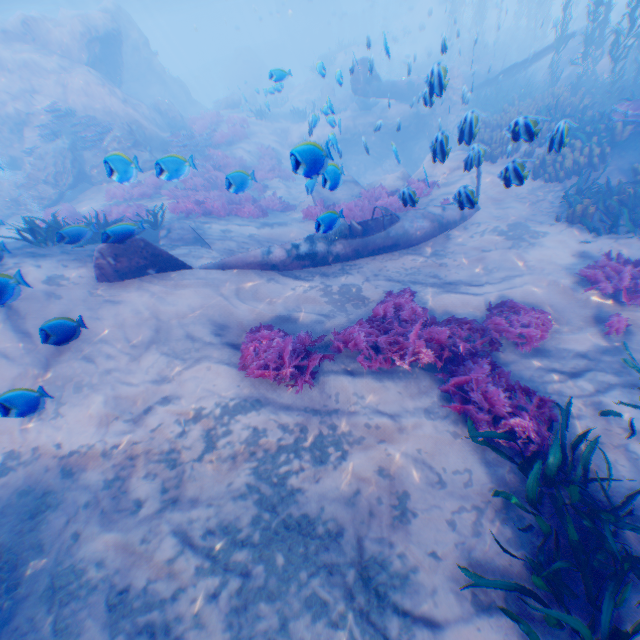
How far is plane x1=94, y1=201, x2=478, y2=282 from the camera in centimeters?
668cm

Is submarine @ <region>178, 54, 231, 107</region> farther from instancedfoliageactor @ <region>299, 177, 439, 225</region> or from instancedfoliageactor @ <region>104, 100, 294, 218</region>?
instancedfoliageactor @ <region>299, 177, 439, 225</region>

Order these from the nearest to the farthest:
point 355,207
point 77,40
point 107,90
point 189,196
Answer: point 355,207, point 189,196, point 107,90, point 77,40

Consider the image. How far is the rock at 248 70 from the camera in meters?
22.8 m

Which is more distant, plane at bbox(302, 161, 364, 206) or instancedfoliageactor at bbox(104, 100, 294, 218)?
instancedfoliageactor at bbox(104, 100, 294, 218)

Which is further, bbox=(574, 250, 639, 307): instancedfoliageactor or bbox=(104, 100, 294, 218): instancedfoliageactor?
bbox=(104, 100, 294, 218): instancedfoliageactor

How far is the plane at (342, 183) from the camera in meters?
4.6

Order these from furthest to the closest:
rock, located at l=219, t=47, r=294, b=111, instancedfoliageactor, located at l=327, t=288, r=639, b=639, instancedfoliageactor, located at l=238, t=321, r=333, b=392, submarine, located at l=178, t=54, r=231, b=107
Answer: submarine, located at l=178, t=54, r=231, b=107 → rock, located at l=219, t=47, r=294, b=111 → instancedfoliageactor, located at l=238, t=321, r=333, b=392 → instancedfoliageactor, located at l=327, t=288, r=639, b=639
